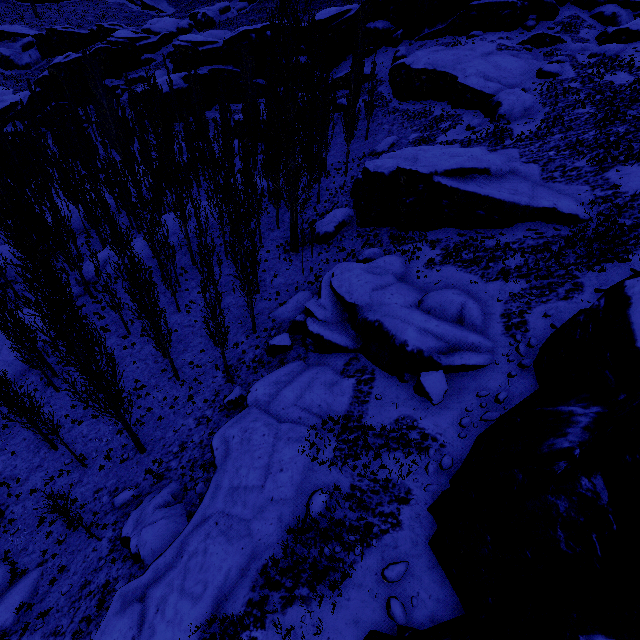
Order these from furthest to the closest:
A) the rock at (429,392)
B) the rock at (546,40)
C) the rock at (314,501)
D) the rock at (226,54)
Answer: the rock at (226,54)
the rock at (546,40)
the rock at (429,392)
the rock at (314,501)

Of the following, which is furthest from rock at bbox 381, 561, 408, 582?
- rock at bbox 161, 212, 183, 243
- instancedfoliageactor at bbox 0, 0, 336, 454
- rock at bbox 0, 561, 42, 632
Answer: rock at bbox 161, 212, 183, 243

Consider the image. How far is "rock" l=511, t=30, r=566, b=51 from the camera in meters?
36.0

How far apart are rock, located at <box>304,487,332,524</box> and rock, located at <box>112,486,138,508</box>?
9.15m

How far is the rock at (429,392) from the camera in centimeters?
1429cm

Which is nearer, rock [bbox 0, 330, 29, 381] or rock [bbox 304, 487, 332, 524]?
rock [bbox 304, 487, 332, 524]

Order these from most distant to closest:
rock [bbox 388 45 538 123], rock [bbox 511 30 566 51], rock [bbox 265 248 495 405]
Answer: rock [bbox 511 30 566 51] → rock [bbox 388 45 538 123] → rock [bbox 265 248 495 405]

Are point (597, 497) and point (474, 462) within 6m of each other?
yes
